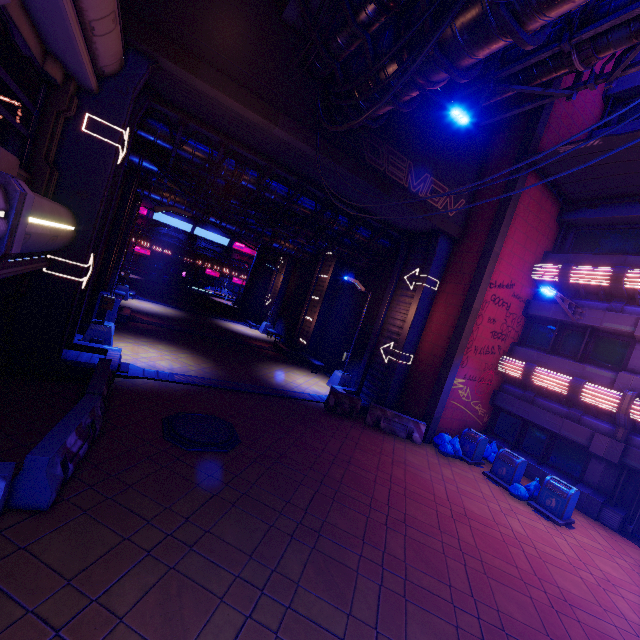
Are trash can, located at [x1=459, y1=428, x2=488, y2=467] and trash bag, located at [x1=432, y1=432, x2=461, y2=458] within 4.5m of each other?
yes

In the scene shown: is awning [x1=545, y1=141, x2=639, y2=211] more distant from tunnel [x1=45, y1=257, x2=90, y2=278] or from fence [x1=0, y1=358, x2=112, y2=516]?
fence [x1=0, y1=358, x2=112, y2=516]

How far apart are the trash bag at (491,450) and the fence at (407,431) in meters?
2.8 m

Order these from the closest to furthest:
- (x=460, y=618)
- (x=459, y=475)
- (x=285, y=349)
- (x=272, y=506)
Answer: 1. (x=460, y=618)
2. (x=272, y=506)
3. (x=459, y=475)
4. (x=285, y=349)

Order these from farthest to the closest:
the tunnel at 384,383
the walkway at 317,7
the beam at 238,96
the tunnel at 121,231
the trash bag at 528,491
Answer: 1. the tunnel at 121,231
2. the tunnel at 384,383
3. the trash bag at 528,491
4. the beam at 238,96
5. the walkway at 317,7

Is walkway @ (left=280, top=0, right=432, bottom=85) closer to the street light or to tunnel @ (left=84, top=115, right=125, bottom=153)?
tunnel @ (left=84, top=115, right=125, bottom=153)

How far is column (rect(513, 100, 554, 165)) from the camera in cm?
1316

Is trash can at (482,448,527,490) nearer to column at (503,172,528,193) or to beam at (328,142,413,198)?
column at (503,172,528,193)
